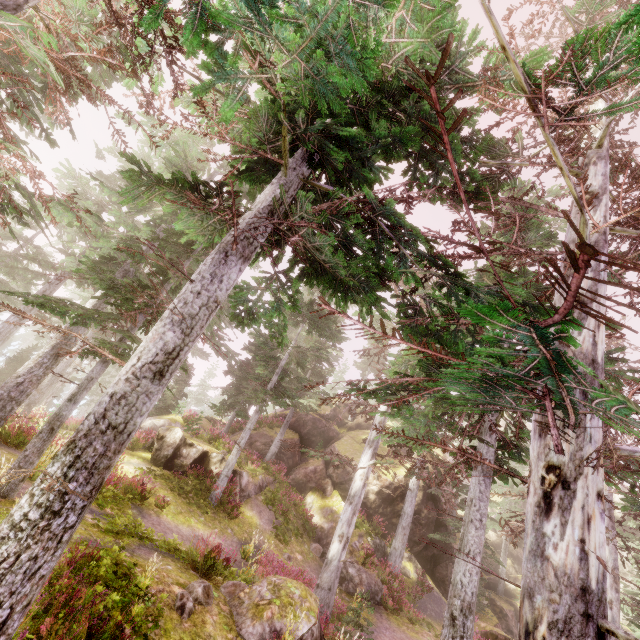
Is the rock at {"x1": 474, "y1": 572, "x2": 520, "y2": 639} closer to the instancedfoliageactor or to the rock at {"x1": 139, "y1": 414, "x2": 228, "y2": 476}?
the instancedfoliageactor

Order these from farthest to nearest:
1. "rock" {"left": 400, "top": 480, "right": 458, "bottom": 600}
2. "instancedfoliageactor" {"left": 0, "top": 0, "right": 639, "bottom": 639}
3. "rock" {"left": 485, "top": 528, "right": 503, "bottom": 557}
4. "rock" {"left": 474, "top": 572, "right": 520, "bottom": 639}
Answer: "rock" {"left": 485, "top": 528, "right": 503, "bottom": 557}
"rock" {"left": 400, "top": 480, "right": 458, "bottom": 600}
"rock" {"left": 474, "top": 572, "right": 520, "bottom": 639}
"instancedfoliageactor" {"left": 0, "top": 0, "right": 639, "bottom": 639}

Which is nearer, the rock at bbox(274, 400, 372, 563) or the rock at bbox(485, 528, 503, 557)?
the rock at bbox(274, 400, 372, 563)

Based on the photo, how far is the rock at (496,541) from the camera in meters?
35.1

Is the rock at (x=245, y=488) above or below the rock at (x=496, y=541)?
below

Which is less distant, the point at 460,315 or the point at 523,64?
the point at 460,315

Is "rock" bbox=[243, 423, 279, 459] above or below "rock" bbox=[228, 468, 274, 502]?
above

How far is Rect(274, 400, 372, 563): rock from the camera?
20.1 meters
